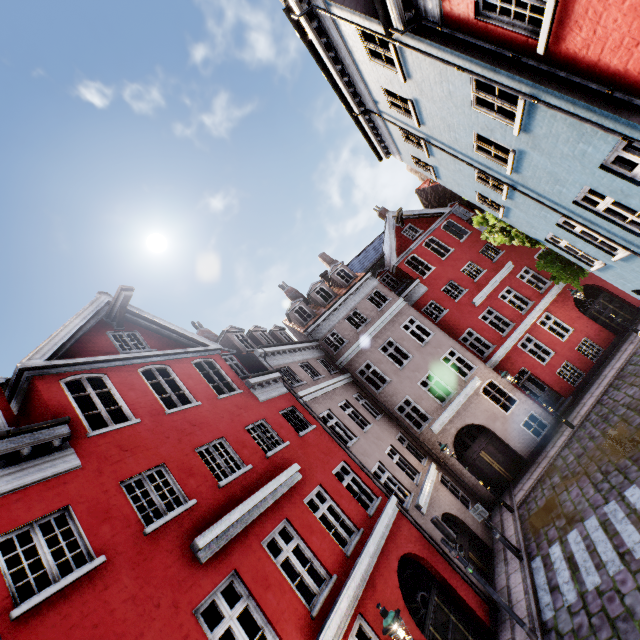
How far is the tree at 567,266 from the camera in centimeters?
1287cm

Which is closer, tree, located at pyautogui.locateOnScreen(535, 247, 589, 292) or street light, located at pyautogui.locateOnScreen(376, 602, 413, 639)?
street light, located at pyautogui.locateOnScreen(376, 602, 413, 639)

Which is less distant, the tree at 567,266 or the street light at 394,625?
the street light at 394,625

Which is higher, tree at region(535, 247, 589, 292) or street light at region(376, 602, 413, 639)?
tree at region(535, 247, 589, 292)

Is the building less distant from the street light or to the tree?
the street light

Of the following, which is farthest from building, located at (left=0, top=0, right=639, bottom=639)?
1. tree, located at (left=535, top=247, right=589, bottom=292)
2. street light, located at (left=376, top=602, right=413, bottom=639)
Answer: tree, located at (left=535, top=247, right=589, bottom=292)

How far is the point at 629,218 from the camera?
7.1m
